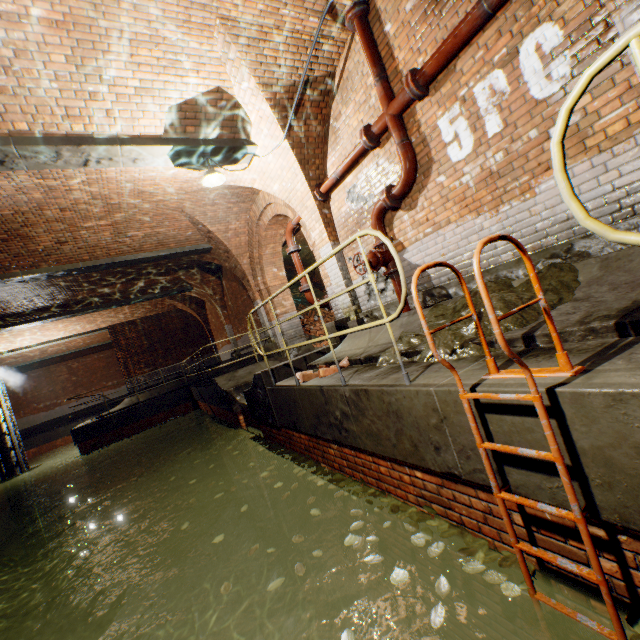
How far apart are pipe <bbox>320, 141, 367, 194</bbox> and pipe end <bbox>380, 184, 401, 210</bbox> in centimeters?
73cm

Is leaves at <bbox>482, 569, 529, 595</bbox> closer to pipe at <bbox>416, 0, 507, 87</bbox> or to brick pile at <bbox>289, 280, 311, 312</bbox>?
brick pile at <bbox>289, 280, 311, 312</bbox>

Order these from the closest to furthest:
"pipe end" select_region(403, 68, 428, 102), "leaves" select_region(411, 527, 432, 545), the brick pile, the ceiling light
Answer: A: "leaves" select_region(411, 527, 432, 545) < "pipe end" select_region(403, 68, 428, 102) < the ceiling light < the brick pile

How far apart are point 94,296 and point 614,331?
14.7 meters

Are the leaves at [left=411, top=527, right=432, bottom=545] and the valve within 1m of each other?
no

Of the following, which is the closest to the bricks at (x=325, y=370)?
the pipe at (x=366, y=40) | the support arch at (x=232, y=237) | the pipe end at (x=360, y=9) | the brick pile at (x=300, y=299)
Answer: the pipe at (x=366, y=40)

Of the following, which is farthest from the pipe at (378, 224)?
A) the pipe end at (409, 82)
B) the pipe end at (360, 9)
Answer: the pipe end at (360, 9)

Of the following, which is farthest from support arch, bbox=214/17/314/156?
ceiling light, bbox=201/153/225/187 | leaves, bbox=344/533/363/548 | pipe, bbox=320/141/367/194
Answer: leaves, bbox=344/533/363/548
